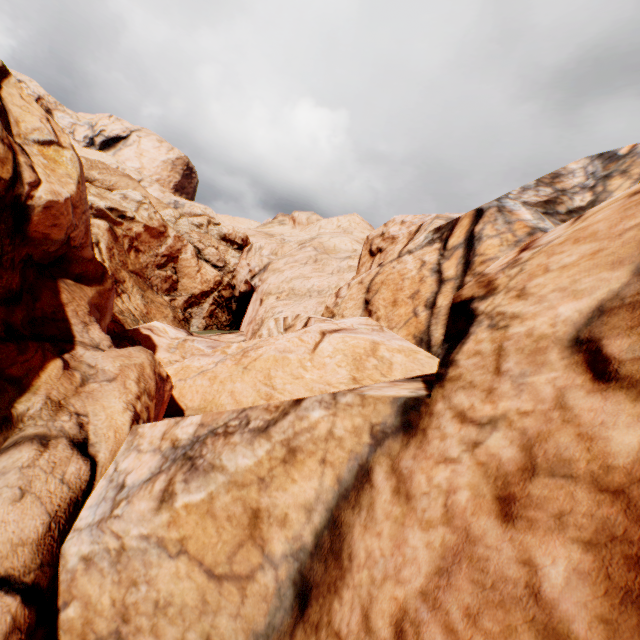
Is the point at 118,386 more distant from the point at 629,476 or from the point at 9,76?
the point at 9,76
